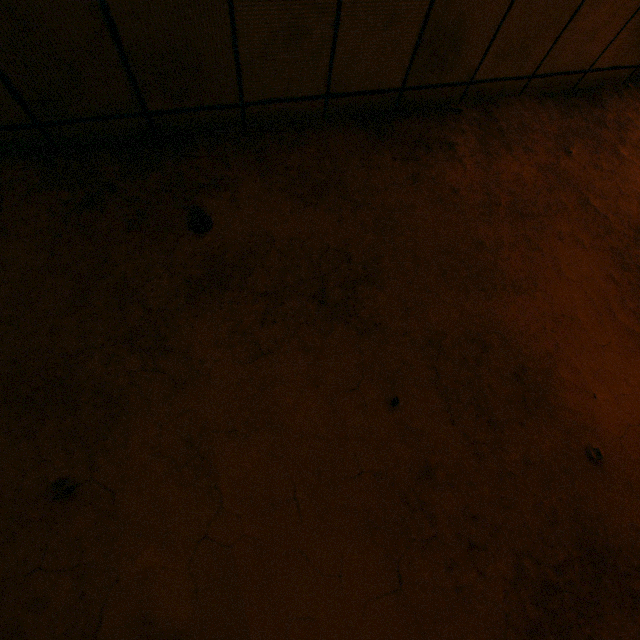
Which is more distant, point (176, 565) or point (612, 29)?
point (612, 29)
